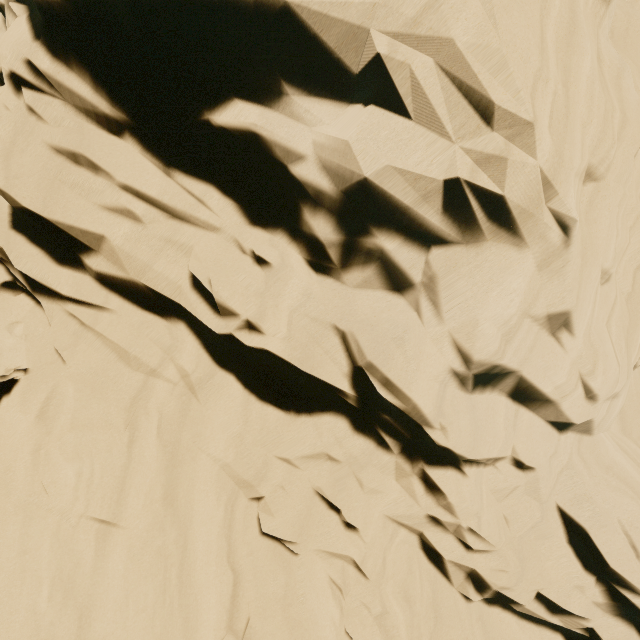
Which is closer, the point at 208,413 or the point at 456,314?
the point at 456,314
